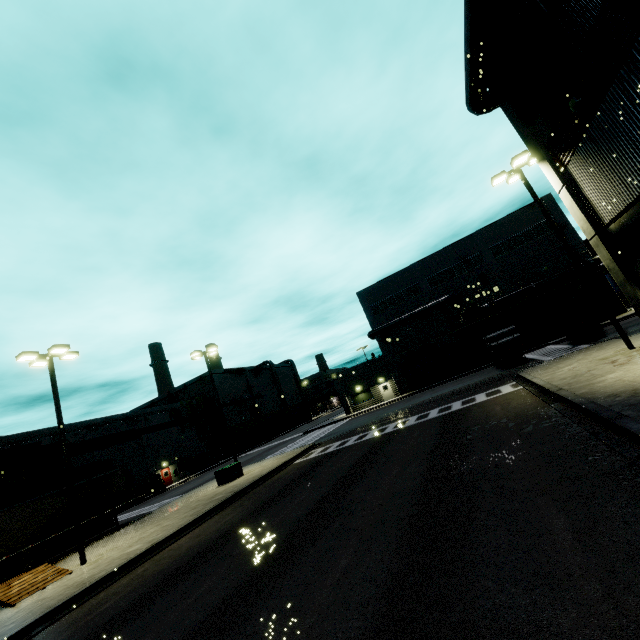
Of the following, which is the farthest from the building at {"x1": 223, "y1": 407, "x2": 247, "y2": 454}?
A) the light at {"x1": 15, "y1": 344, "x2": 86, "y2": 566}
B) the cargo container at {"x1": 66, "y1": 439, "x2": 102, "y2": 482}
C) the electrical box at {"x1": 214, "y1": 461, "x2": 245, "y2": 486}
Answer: the electrical box at {"x1": 214, "y1": 461, "x2": 245, "y2": 486}

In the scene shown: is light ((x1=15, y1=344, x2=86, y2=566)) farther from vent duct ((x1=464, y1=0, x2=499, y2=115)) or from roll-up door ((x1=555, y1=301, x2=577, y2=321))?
vent duct ((x1=464, y1=0, x2=499, y2=115))

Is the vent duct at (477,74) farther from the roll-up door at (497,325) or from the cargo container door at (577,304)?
the cargo container door at (577,304)

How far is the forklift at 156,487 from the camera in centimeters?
3941cm

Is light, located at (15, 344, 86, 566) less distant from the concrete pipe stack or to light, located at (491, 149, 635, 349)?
light, located at (491, 149, 635, 349)

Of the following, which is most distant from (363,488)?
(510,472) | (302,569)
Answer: (510,472)

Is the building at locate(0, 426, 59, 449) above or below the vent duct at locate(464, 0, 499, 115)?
below

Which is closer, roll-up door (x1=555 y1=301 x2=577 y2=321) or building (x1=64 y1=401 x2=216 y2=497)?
roll-up door (x1=555 y1=301 x2=577 y2=321)
